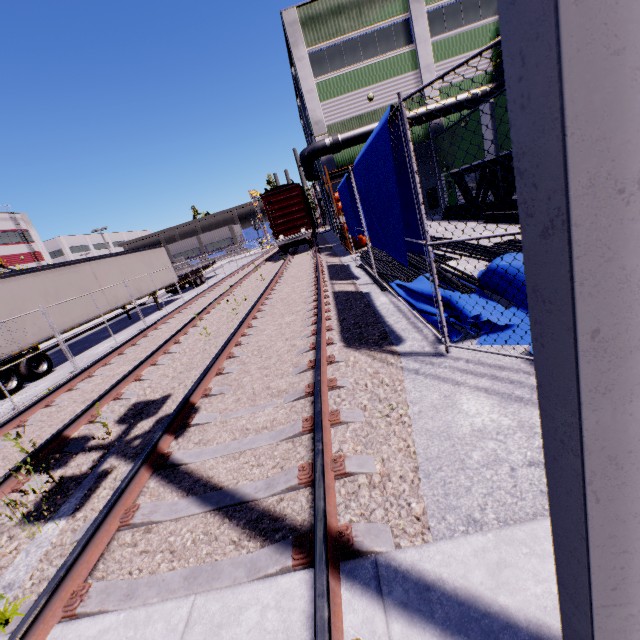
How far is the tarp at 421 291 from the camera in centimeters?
551cm

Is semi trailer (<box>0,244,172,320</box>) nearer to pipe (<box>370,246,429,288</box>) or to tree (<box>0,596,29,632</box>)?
pipe (<box>370,246,429,288</box>)

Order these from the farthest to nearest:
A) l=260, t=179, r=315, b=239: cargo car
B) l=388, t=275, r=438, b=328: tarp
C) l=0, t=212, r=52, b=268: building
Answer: l=0, t=212, r=52, b=268: building < l=260, t=179, r=315, b=239: cargo car < l=388, t=275, r=438, b=328: tarp

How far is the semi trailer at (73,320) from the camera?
13.27m

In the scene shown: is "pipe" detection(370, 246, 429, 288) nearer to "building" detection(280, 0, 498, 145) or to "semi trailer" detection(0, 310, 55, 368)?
"building" detection(280, 0, 498, 145)

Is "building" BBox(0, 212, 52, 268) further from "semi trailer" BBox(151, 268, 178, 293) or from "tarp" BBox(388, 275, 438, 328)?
"tarp" BBox(388, 275, 438, 328)

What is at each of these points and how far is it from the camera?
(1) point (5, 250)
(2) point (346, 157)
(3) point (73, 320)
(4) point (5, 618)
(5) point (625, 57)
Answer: (1) building, 42.4 meters
(2) building, 23.3 meters
(3) semi trailer, 14.0 meters
(4) tree, 2.4 meters
(5) light, 0.6 meters
